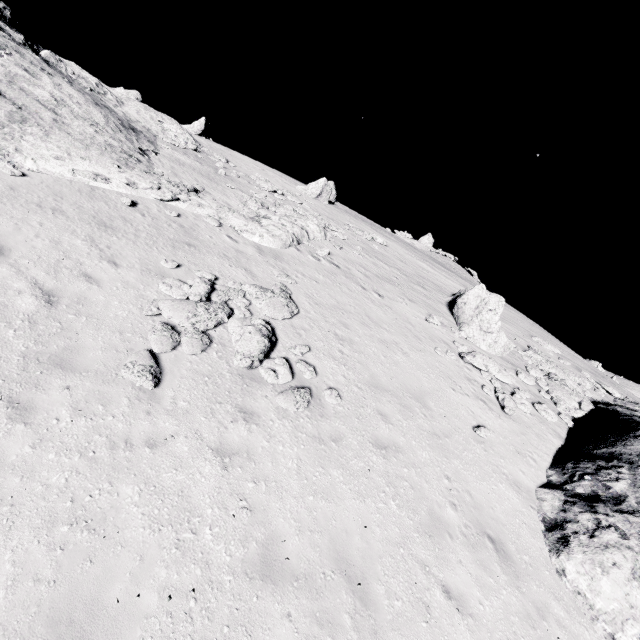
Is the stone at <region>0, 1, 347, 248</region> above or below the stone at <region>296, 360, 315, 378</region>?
above

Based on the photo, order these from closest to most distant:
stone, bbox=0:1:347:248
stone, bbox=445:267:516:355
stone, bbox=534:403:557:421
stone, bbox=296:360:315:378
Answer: stone, bbox=296:360:315:378, stone, bbox=0:1:347:248, stone, bbox=534:403:557:421, stone, bbox=445:267:516:355

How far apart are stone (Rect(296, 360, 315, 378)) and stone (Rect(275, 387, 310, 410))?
0.45m

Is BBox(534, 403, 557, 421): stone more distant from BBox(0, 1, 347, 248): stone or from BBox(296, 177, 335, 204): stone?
BBox(296, 177, 335, 204): stone

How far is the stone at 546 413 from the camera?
13.73m

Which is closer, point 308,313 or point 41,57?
point 308,313

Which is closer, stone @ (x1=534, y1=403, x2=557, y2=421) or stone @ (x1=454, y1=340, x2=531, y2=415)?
stone @ (x1=454, y1=340, x2=531, y2=415)

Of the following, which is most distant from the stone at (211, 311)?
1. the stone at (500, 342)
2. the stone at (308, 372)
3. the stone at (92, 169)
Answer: the stone at (500, 342)
